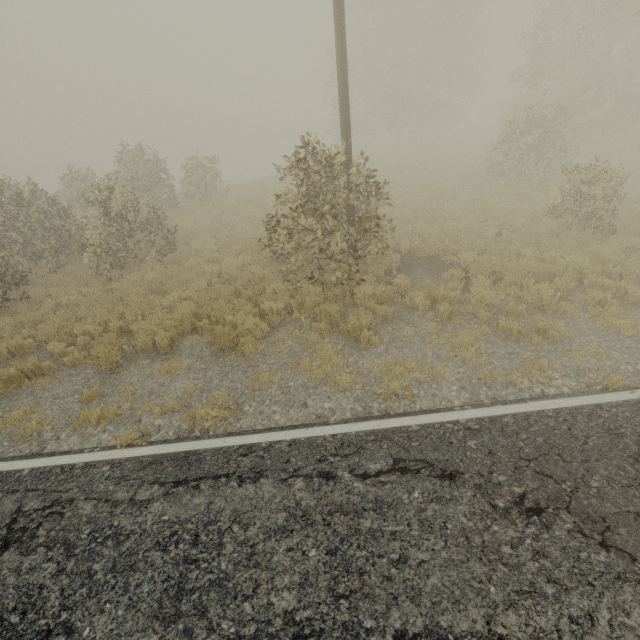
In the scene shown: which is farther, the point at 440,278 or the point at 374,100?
the point at 374,100

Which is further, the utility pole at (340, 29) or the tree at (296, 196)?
the tree at (296, 196)

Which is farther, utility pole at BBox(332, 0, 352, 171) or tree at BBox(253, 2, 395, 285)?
tree at BBox(253, 2, 395, 285)
